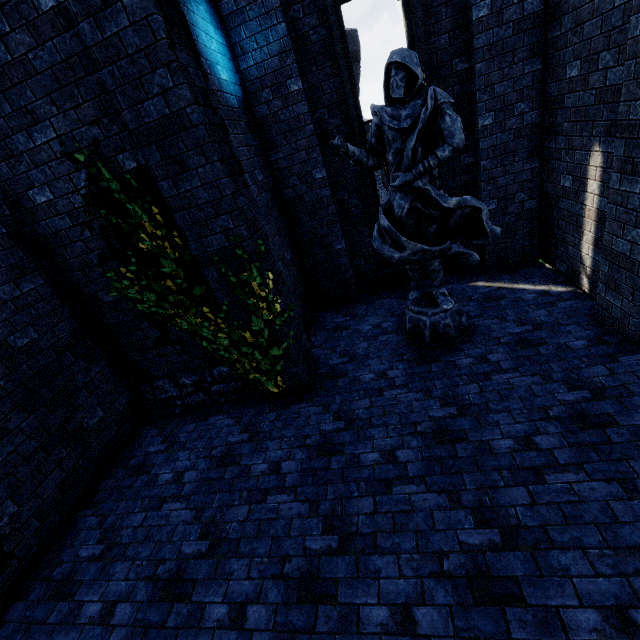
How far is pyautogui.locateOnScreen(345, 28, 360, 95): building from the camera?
22.5m

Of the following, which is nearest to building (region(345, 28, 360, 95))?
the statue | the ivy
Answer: the statue

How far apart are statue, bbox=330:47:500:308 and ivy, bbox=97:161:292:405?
1.7m

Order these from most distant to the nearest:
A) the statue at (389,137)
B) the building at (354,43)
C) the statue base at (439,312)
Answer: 1. the building at (354,43)
2. the statue base at (439,312)
3. the statue at (389,137)

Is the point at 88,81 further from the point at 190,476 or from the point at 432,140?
the point at 190,476

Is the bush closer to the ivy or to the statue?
the ivy

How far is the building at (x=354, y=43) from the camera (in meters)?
22.49

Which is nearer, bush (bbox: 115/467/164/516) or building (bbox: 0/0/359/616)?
building (bbox: 0/0/359/616)
